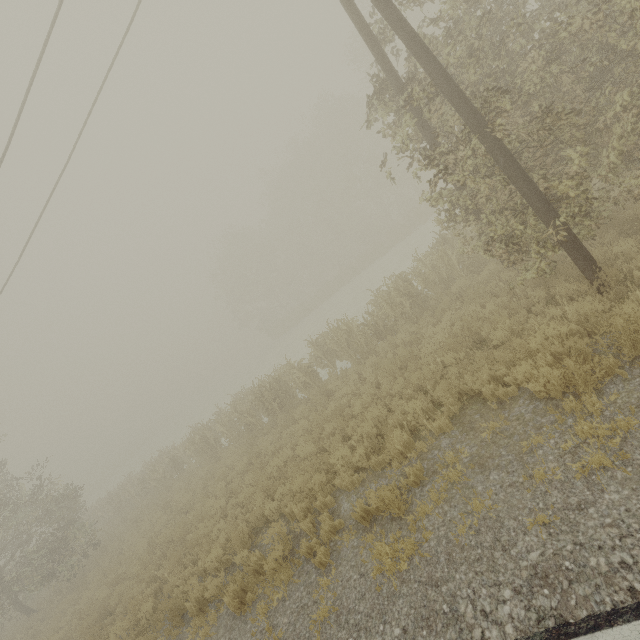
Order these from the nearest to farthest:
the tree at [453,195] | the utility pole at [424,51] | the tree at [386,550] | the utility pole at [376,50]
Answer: the tree at [386,550], the utility pole at [424,51], the utility pole at [376,50], the tree at [453,195]

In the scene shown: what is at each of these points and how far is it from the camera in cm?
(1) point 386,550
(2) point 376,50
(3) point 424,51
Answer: (1) tree, 491
(2) utility pole, 696
(3) utility pole, 563

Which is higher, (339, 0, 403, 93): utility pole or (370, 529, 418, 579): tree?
(339, 0, 403, 93): utility pole

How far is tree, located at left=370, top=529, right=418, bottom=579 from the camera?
4.7 meters

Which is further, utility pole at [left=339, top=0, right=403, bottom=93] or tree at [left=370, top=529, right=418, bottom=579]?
utility pole at [left=339, top=0, right=403, bottom=93]

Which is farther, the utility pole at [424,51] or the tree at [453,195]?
the tree at [453,195]

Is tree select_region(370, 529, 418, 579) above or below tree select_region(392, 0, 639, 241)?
below

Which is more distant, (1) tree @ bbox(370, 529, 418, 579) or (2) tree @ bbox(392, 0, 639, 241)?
(2) tree @ bbox(392, 0, 639, 241)
